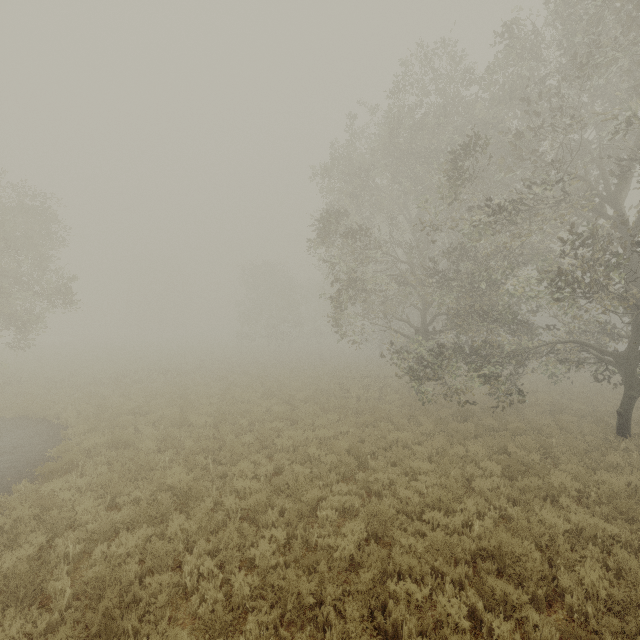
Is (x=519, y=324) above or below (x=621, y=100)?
below
